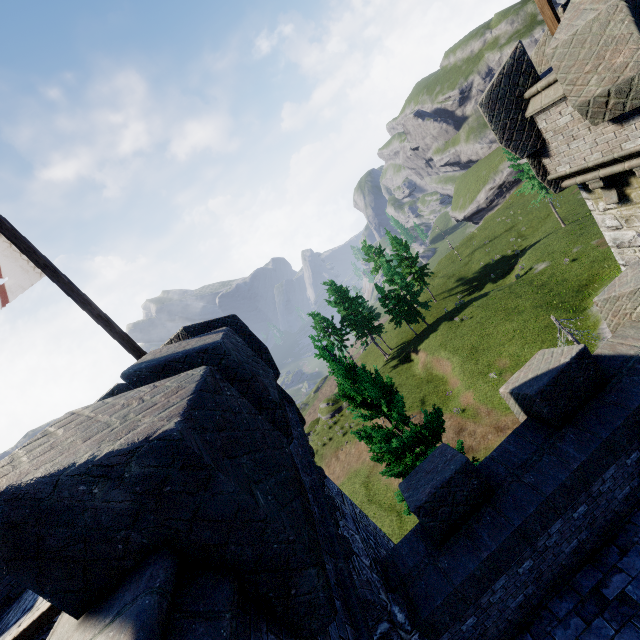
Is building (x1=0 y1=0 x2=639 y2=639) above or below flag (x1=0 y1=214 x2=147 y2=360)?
below

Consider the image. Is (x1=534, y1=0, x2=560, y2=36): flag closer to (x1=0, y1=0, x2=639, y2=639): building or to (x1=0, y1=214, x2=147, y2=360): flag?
(x1=0, y1=0, x2=639, y2=639): building

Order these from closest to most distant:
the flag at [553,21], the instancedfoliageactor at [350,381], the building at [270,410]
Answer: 1. the building at [270,410]
2. the flag at [553,21]
3. the instancedfoliageactor at [350,381]

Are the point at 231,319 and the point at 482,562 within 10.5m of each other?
yes

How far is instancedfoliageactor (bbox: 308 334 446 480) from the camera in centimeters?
1165cm

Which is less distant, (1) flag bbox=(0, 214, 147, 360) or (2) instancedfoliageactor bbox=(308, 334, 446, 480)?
(1) flag bbox=(0, 214, 147, 360)

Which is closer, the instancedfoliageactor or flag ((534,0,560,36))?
flag ((534,0,560,36))

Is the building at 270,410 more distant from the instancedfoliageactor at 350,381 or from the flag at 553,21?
the instancedfoliageactor at 350,381
